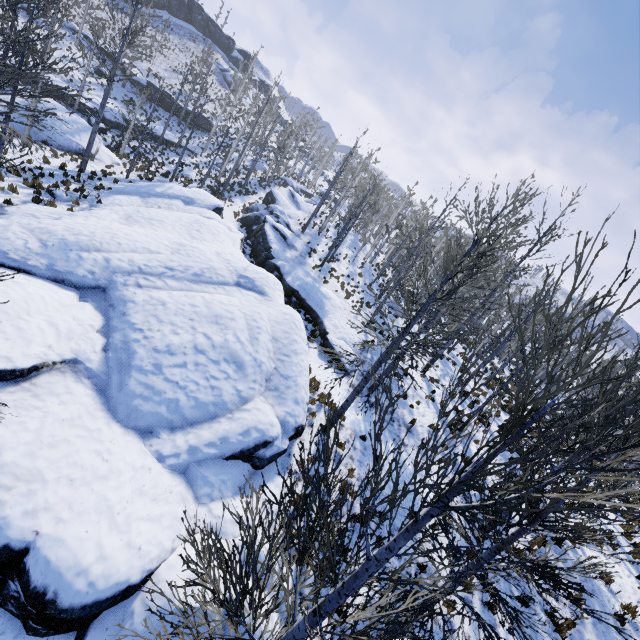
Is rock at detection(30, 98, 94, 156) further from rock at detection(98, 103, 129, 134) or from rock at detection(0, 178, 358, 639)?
rock at detection(98, 103, 129, 134)

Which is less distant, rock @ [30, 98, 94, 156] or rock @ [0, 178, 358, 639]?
rock @ [0, 178, 358, 639]

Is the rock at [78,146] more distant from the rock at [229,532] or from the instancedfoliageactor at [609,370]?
the rock at [229,532]

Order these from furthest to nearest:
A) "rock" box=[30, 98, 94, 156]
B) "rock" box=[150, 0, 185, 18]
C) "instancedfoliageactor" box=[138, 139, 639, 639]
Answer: "rock" box=[150, 0, 185, 18]
"rock" box=[30, 98, 94, 156]
"instancedfoliageactor" box=[138, 139, 639, 639]

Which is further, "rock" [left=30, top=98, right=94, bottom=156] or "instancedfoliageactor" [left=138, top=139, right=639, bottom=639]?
"rock" [left=30, top=98, right=94, bottom=156]

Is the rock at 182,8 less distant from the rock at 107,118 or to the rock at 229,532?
the rock at 107,118

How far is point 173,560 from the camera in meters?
5.9 m

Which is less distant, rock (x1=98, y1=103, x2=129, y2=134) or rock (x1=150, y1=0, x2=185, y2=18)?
rock (x1=98, y1=103, x2=129, y2=134)
